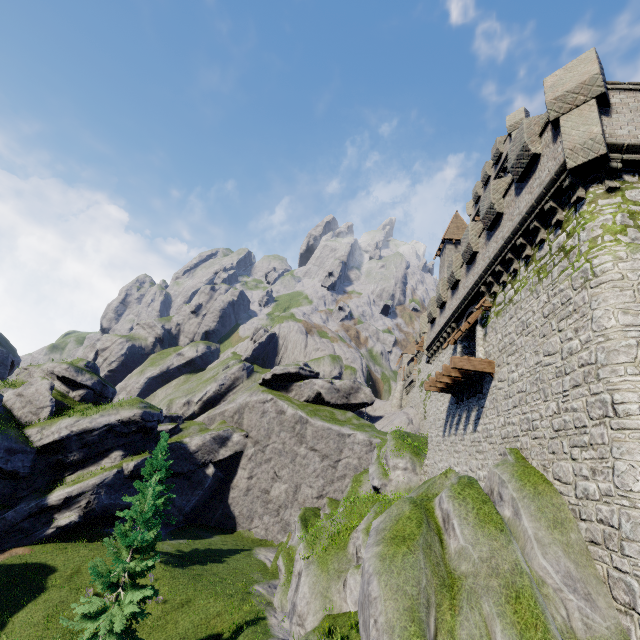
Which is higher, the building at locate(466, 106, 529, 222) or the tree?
the building at locate(466, 106, 529, 222)

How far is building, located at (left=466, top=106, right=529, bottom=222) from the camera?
25.91m

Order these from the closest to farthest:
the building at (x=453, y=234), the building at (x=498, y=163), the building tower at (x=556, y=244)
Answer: the building tower at (x=556, y=244)
the building at (x=498, y=163)
the building at (x=453, y=234)

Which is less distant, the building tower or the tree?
the building tower

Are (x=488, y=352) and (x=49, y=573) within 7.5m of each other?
no

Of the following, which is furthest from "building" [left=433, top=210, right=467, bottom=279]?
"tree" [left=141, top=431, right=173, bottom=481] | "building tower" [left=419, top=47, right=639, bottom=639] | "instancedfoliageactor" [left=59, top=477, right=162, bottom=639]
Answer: "tree" [left=141, top=431, right=173, bottom=481]

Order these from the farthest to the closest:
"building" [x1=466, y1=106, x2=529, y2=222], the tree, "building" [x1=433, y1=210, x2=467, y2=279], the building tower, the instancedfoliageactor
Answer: "building" [x1=433, y1=210, x2=467, y2=279] < the tree < "building" [x1=466, y1=106, x2=529, y2=222] < the instancedfoliageactor < the building tower

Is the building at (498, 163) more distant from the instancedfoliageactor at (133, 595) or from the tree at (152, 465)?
the tree at (152, 465)
